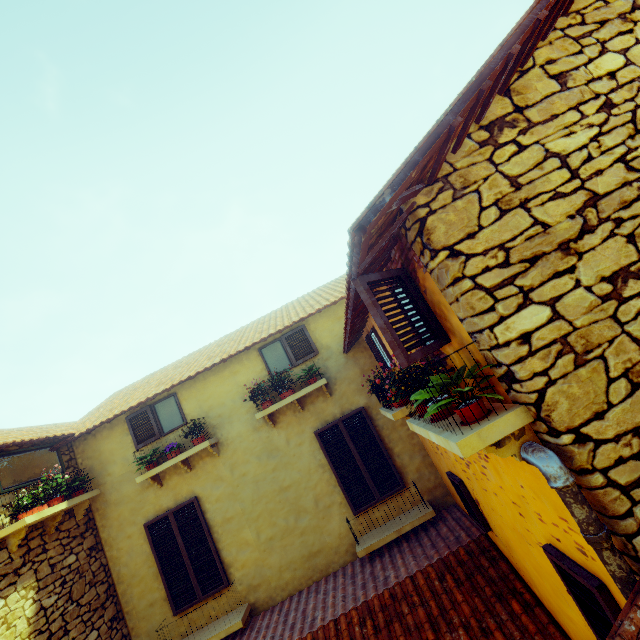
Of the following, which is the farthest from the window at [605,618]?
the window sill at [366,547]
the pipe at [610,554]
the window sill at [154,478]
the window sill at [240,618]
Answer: the window sill at [240,618]

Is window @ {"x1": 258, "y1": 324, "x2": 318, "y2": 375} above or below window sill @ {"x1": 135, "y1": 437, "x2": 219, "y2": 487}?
above

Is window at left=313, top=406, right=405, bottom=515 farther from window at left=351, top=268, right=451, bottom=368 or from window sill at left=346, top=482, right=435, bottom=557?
window at left=351, top=268, right=451, bottom=368

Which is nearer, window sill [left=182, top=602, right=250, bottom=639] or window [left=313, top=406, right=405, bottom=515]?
window sill [left=182, top=602, right=250, bottom=639]

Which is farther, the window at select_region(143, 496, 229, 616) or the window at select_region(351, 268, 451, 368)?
the window at select_region(143, 496, 229, 616)

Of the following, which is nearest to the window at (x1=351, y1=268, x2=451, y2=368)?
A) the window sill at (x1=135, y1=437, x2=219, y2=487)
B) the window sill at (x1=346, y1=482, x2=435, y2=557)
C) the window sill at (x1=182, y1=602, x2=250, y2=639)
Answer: the window sill at (x1=346, y1=482, x2=435, y2=557)

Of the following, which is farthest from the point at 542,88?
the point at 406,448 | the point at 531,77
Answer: the point at 406,448

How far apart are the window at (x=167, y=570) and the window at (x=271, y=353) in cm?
274
